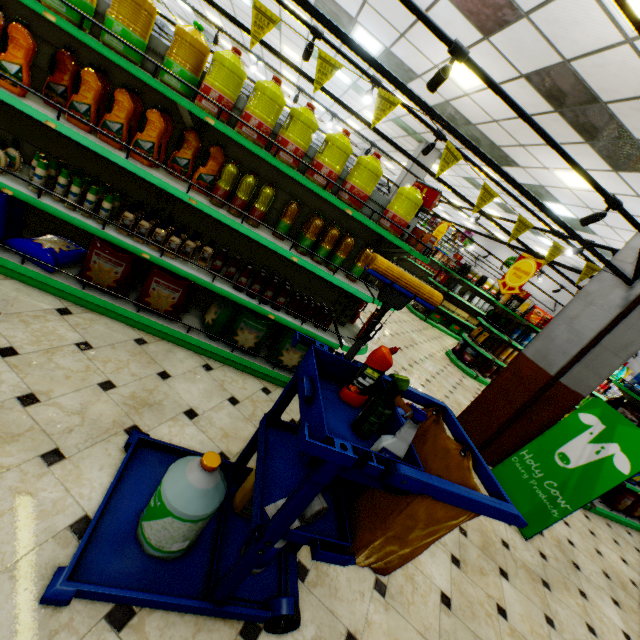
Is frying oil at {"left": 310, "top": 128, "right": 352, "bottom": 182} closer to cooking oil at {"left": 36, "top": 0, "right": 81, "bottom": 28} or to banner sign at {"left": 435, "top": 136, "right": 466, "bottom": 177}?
banner sign at {"left": 435, "top": 136, "right": 466, "bottom": 177}

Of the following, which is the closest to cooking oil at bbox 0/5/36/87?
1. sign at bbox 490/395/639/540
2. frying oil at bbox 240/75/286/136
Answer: frying oil at bbox 240/75/286/136

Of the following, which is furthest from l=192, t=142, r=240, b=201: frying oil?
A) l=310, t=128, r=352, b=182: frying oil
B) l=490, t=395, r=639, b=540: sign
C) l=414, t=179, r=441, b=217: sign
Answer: l=490, t=395, r=639, b=540: sign

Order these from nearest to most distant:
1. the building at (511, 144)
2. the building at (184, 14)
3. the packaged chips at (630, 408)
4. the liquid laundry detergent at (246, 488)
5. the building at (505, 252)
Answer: the liquid laundry detergent at (246, 488), the packaged chips at (630, 408), the building at (511, 144), the building at (184, 14), the building at (505, 252)

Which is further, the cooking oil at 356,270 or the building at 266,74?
the building at 266,74

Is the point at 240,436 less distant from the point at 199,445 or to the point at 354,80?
the point at 199,445

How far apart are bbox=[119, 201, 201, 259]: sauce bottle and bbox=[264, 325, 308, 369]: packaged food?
1.2m

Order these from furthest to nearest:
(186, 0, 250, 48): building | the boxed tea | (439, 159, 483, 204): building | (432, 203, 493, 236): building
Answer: (432, 203, 493, 236): building
(186, 0, 250, 48): building
(439, 159, 483, 204): building
the boxed tea
